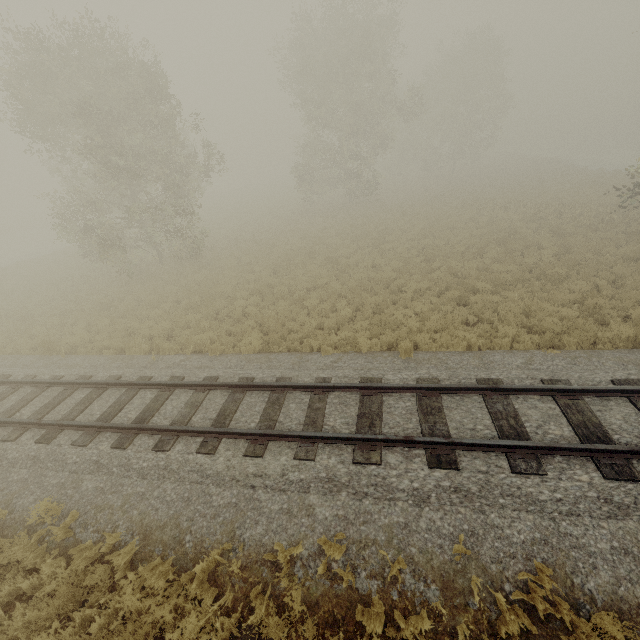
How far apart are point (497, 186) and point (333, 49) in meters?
18.3
